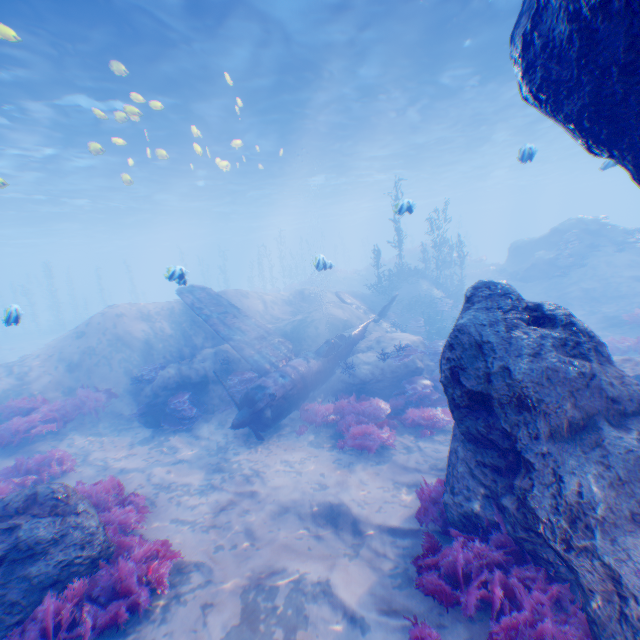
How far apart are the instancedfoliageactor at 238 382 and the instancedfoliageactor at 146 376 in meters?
2.5

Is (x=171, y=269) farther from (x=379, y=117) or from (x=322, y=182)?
(x=322, y=182)

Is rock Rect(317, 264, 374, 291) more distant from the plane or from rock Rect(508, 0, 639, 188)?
the plane

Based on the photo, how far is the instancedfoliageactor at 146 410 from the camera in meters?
10.9 m

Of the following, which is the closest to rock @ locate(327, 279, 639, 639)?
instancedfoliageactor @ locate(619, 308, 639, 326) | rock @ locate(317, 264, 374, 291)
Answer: instancedfoliageactor @ locate(619, 308, 639, 326)

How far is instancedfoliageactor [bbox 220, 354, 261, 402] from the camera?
11.1m

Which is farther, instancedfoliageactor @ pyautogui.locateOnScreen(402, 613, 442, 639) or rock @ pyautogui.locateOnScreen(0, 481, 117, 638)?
rock @ pyautogui.locateOnScreen(0, 481, 117, 638)

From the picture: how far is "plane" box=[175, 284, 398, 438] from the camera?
9.7m
